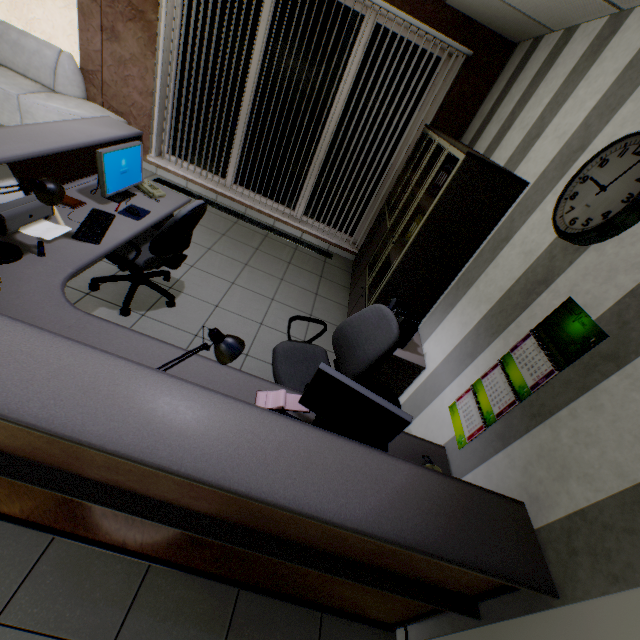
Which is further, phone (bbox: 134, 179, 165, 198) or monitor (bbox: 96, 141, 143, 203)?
phone (bbox: 134, 179, 165, 198)

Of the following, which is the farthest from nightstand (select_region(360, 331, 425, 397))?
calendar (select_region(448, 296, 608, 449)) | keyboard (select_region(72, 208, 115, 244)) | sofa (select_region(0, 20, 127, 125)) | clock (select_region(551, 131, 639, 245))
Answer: sofa (select_region(0, 20, 127, 125))

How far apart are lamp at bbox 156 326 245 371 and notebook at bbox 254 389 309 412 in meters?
0.4 m

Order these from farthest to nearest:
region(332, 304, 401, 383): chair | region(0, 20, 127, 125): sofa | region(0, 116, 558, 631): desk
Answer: region(0, 20, 127, 125): sofa
region(332, 304, 401, 383): chair
region(0, 116, 558, 631): desk

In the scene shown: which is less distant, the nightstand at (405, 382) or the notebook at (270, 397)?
the notebook at (270, 397)

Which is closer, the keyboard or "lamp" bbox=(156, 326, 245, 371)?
"lamp" bbox=(156, 326, 245, 371)

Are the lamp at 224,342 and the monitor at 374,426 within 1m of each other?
yes

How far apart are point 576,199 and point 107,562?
3.22m
